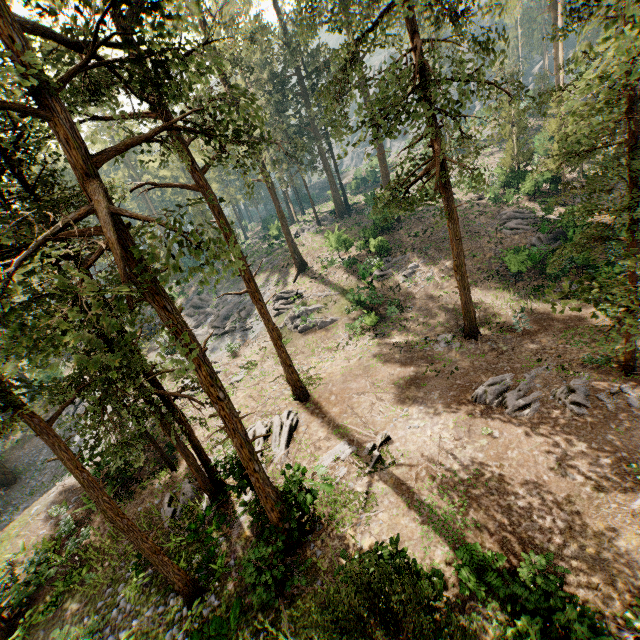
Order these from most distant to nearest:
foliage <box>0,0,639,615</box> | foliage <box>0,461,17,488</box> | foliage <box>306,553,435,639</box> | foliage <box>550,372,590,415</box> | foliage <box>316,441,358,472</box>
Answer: foliage <box>0,461,17,488</box> → foliage <box>316,441,358,472</box> → foliage <box>550,372,590,415</box> → foliage <box>0,0,639,615</box> → foliage <box>306,553,435,639</box>

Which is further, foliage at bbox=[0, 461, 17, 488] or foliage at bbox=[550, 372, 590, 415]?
foliage at bbox=[0, 461, 17, 488]

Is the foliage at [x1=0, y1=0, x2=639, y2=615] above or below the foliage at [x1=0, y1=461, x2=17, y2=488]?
above

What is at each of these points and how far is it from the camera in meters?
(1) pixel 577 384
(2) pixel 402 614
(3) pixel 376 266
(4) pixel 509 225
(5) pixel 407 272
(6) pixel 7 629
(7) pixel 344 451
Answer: (1) foliage, 14.4 m
(2) foliage, 5.8 m
(3) foliage, 30.3 m
(4) foliage, 29.6 m
(5) foliage, 29.2 m
(6) foliage, 12.9 m
(7) foliage, 15.6 m

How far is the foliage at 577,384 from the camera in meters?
13.6 m

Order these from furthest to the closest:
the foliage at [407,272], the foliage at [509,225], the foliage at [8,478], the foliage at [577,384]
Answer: the foliage at [407,272] → the foliage at [8,478] → the foliage at [577,384] → the foliage at [509,225]

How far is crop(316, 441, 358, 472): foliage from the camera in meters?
15.2 m
